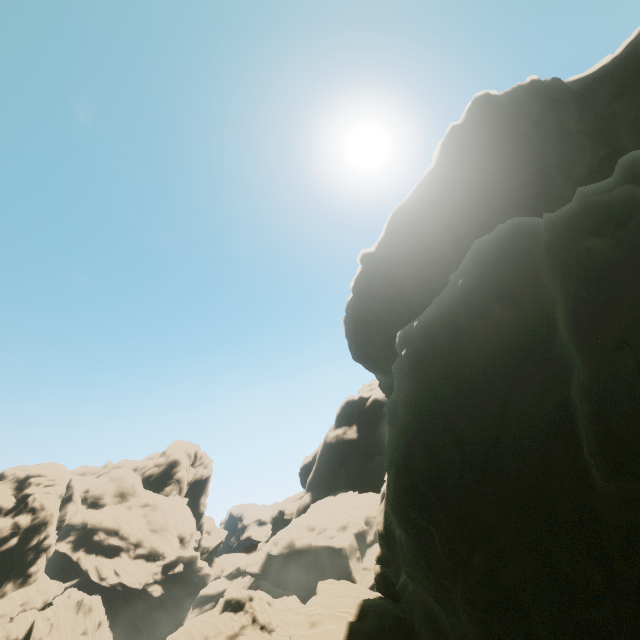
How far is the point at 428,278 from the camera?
35.4 meters
